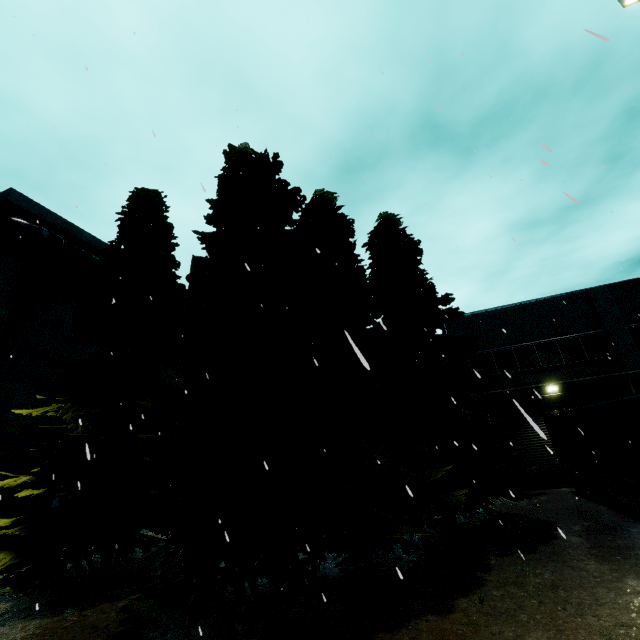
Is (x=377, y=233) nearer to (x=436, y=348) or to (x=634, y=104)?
(x=436, y=348)

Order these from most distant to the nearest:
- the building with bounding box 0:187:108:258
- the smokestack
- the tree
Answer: the smokestack
the building with bounding box 0:187:108:258
the tree

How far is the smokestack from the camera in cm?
3997

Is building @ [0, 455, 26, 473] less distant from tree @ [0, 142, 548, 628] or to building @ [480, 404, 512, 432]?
building @ [480, 404, 512, 432]

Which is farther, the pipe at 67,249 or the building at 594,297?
the building at 594,297

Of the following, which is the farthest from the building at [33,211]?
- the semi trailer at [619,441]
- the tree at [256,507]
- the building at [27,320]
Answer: the semi trailer at [619,441]

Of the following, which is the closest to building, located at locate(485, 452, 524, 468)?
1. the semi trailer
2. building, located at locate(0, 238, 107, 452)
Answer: building, located at locate(0, 238, 107, 452)

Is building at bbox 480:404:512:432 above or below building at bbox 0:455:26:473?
below
